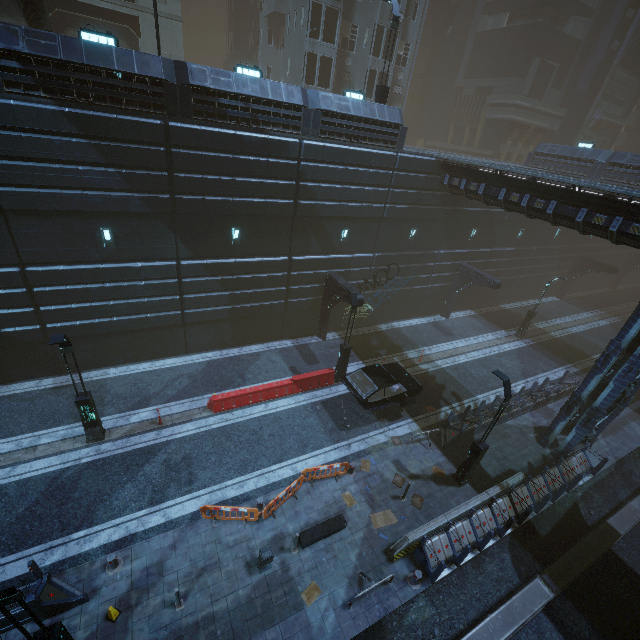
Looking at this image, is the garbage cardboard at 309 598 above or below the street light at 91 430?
below

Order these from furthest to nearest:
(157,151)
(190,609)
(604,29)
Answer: (604,29), (157,151), (190,609)

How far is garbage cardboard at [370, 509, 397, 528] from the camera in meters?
12.2

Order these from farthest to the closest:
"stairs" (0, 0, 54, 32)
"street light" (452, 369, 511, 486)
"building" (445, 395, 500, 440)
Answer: "building" (445, 395, 500, 440), "stairs" (0, 0, 54, 32), "street light" (452, 369, 511, 486)

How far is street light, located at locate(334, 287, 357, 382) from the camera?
16.5m

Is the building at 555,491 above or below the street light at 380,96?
below

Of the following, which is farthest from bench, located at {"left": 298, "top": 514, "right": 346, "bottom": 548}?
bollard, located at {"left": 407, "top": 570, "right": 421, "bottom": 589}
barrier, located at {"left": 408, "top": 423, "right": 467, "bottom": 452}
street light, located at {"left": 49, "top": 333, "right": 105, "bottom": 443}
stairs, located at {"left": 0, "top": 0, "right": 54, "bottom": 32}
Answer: stairs, located at {"left": 0, "top": 0, "right": 54, "bottom": 32}

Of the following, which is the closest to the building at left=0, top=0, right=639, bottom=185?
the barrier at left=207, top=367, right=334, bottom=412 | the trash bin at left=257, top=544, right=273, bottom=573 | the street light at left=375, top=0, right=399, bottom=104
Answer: the street light at left=375, top=0, right=399, bottom=104
